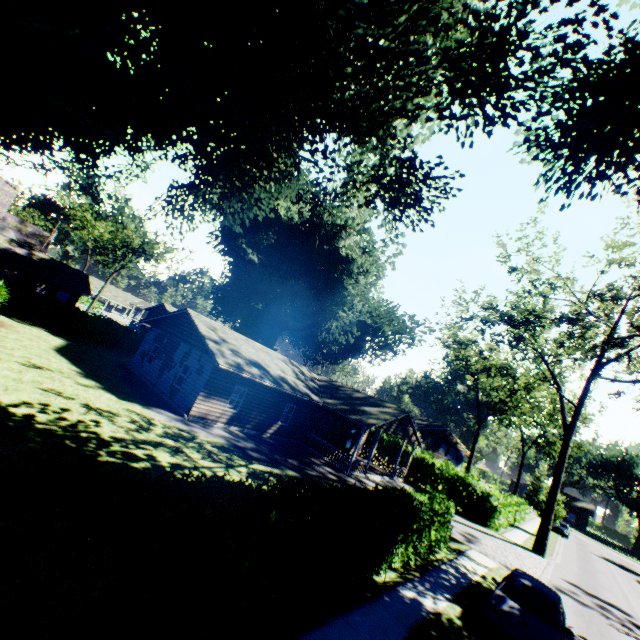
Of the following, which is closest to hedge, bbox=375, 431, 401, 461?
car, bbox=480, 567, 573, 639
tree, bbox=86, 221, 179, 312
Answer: car, bbox=480, 567, 573, 639

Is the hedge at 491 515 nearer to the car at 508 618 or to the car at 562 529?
the car at 508 618

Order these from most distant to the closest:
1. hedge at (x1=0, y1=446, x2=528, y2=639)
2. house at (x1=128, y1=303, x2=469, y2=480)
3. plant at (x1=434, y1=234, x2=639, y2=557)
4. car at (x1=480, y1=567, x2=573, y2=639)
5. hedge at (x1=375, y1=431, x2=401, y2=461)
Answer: hedge at (x1=375, y1=431, x2=401, y2=461) < plant at (x1=434, y1=234, x2=639, y2=557) < house at (x1=128, y1=303, x2=469, y2=480) < car at (x1=480, y1=567, x2=573, y2=639) < hedge at (x1=0, y1=446, x2=528, y2=639)

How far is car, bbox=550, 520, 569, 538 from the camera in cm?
4075

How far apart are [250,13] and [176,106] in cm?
410

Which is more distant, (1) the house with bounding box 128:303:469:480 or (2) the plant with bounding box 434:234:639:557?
(2) the plant with bounding box 434:234:639:557

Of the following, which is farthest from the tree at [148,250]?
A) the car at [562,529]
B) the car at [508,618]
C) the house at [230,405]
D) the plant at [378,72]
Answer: the car at [562,529]

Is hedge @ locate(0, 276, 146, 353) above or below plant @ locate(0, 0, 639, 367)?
below
